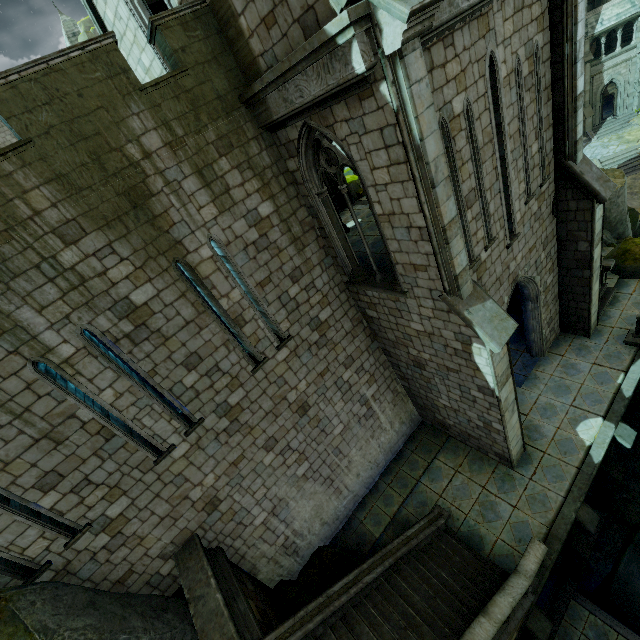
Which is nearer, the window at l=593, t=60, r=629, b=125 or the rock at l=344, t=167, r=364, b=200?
the rock at l=344, t=167, r=364, b=200

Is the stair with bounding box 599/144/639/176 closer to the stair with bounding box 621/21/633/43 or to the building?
the building

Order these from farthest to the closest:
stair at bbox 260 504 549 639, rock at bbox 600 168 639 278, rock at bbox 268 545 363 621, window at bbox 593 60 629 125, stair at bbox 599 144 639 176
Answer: window at bbox 593 60 629 125 → stair at bbox 599 144 639 176 → rock at bbox 600 168 639 278 → rock at bbox 268 545 363 621 → stair at bbox 260 504 549 639

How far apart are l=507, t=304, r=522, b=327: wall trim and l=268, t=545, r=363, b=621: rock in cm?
1162

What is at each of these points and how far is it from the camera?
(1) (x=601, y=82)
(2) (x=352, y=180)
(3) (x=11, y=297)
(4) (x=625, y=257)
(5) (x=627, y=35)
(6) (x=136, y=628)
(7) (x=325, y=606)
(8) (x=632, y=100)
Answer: (1) window, 33.1 meters
(2) rock, 19.0 meters
(3) building, 5.7 meters
(4) rock, 14.4 meters
(5) stair, 34.7 meters
(6) rock, 6.7 meters
(7) stair, 7.7 meters
(8) stone column, 33.8 meters

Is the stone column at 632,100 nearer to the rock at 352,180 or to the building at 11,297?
the building at 11,297

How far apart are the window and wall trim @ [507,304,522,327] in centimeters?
3510cm

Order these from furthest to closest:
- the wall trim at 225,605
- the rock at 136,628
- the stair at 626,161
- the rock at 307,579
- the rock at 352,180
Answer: the stair at 626,161
the rock at 352,180
the rock at 307,579
the wall trim at 225,605
the rock at 136,628
